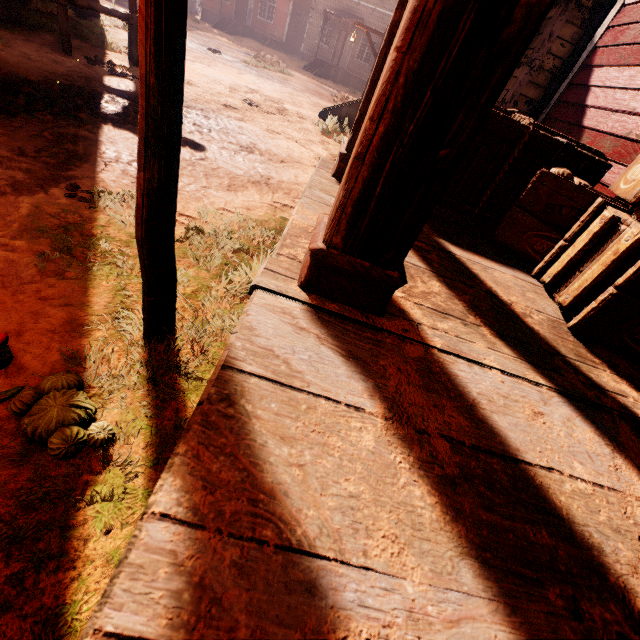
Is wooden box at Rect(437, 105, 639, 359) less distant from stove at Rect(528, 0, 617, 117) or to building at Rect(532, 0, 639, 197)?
building at Rect(532, 0, 639, 197)

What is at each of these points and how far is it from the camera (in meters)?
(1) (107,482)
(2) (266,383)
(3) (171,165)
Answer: (1) z, 1.41
(2) building, 0.86
(3) light pole, 1.36

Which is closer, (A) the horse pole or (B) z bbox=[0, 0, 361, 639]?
(B) z bbox=[0, 0, 361, 639]

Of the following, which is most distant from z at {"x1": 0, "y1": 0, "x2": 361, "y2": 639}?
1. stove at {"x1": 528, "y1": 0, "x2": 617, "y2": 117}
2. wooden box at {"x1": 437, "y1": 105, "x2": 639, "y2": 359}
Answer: stove at {"x1": 528, "y1": 0, "x2": 617, "y2": 117}

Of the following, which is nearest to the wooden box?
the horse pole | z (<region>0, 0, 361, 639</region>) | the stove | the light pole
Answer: z (<region>0, 0, 361, 639</region>)

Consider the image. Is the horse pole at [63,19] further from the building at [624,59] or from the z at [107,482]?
the building at [624,59]

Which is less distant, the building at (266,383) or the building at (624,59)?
the building at (266,383)

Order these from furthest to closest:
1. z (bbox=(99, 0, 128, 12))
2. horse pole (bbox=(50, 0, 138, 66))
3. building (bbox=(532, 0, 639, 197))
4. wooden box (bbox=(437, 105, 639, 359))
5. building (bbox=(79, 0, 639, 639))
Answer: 1. z (bbox=(99, 0, 128, 12))
2. horse pole (bbox=(50, 0, 138, 66))
3. building (bbox=(532, 0, 639, 197))
4. wooden box (bbox=(437, 105, 639, 359))
5. building (bbox=(79, 0, 639, 639))
